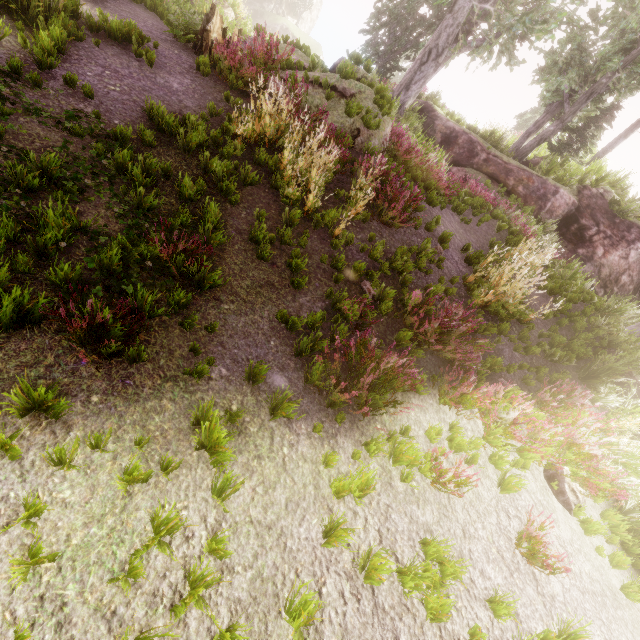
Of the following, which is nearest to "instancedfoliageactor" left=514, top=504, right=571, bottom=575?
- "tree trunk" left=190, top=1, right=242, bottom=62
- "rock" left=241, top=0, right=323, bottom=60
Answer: "rock" left=241, top=0, right=323, bottom=60

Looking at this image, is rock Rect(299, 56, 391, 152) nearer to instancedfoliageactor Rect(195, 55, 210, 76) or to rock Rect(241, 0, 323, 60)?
instancedfoliageactor Rect(195, 55, 210, 76)

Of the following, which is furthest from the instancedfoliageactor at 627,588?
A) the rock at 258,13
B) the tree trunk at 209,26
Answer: the tree trunk at 209,26

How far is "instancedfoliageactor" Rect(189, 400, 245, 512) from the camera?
2.87m

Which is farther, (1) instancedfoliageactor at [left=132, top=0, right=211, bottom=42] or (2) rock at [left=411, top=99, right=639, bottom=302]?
(2) rock at [left=411, top=99, right=639, bottom=302]

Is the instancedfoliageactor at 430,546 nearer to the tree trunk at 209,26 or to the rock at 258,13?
the rock at 258,13

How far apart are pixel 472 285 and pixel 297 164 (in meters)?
4.77
